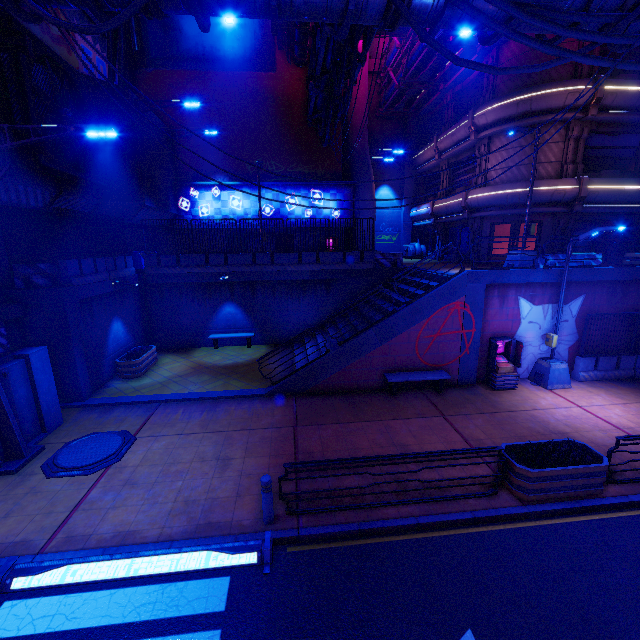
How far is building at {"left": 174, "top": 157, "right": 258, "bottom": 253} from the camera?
22.22m

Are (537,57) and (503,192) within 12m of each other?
yes

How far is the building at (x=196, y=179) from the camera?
22.22m

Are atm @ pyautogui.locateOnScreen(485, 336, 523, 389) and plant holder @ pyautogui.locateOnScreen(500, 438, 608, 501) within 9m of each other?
yes

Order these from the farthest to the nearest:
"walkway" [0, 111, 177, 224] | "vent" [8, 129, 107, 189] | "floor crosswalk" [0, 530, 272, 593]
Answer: "walkway" [0, 111, 177, 224] → "vent" [8, 129, 107, 189] → "floor crosswalk" [0, 530, 272, 593]

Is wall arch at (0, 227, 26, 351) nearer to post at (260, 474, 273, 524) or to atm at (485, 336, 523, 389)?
post at (260, 474, 273, 524)

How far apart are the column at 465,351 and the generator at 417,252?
16.6m

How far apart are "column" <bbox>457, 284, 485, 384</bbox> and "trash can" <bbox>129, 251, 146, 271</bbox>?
17.2m
